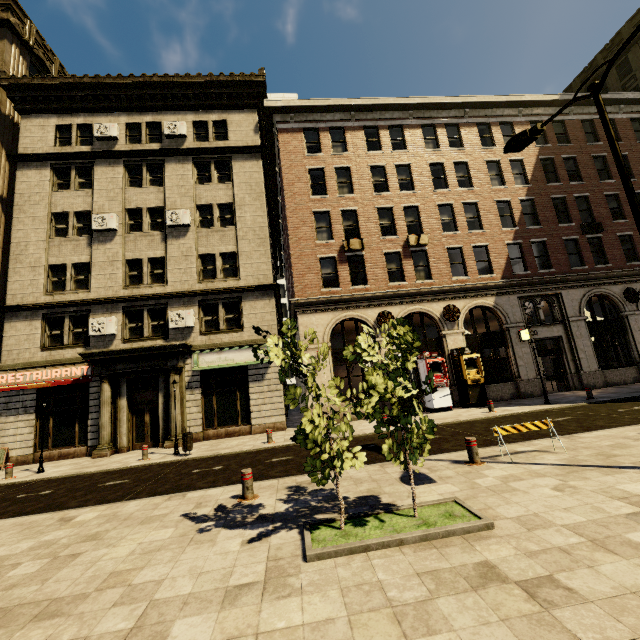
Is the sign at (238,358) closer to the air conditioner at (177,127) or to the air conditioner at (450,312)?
the air conditioner at (450,312)

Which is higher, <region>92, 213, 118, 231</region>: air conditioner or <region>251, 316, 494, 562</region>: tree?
<region>92, 213, 118, 231</region>: air conditioner

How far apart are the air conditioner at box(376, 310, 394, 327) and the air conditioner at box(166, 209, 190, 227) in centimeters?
1192cm

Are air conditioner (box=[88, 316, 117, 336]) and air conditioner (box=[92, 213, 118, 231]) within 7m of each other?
yes

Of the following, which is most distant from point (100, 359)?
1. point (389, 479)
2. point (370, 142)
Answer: point (370, 142)

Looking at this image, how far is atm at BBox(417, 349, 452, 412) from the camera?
16.67m

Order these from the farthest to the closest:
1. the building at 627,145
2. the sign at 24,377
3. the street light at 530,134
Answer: the building at 627,145 → the sign at 24,377 → the street light at 530,134

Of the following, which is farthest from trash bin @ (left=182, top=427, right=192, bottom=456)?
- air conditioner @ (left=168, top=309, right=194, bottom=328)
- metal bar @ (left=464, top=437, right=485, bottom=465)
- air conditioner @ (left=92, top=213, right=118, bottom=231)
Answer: air conditioner @ (left=92, top=213, right=118, bottom=231)
